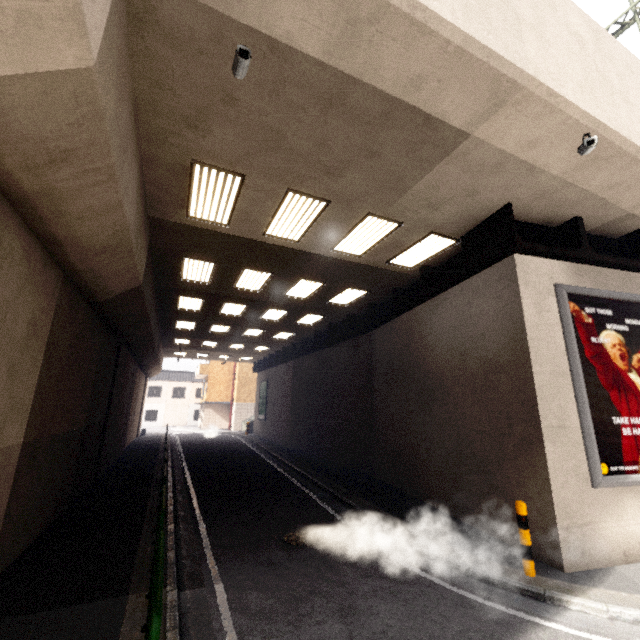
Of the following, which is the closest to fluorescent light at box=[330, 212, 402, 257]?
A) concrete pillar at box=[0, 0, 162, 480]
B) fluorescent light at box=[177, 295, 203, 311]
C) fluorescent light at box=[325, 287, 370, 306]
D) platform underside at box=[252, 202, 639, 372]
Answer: platform underside at box=[252, 202, 639, 372]

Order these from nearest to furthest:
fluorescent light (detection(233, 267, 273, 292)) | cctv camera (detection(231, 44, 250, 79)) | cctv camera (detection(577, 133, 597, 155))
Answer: cctv camera (detection(231, 44, 250, 79))
cctv camera (detection(577, 133, 597, 155))
fluorescent light (detection(233, 267, 273, 292))

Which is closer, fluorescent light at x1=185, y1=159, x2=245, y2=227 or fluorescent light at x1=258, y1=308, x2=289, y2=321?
fluorescent light at x1=185, y1=159, x2=245, y2=227

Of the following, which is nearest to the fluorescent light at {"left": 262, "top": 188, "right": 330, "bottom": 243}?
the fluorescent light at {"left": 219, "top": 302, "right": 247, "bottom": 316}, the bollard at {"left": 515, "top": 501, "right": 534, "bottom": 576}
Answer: the fluorescent light at {"left": 219, "top": 302, "right": 247, "bottom": 316}

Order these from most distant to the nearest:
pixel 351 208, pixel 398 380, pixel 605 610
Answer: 1. pixel 398 380
2. pixel 351 208
3. pixel 605 610

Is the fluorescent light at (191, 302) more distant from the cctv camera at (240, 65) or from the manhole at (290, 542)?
the cctv camera at (240, 65)

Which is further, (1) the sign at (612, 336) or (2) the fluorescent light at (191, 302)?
(2) the fluorescent light at (191, 302)

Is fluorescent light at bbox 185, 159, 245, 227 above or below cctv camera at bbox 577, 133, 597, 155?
above
